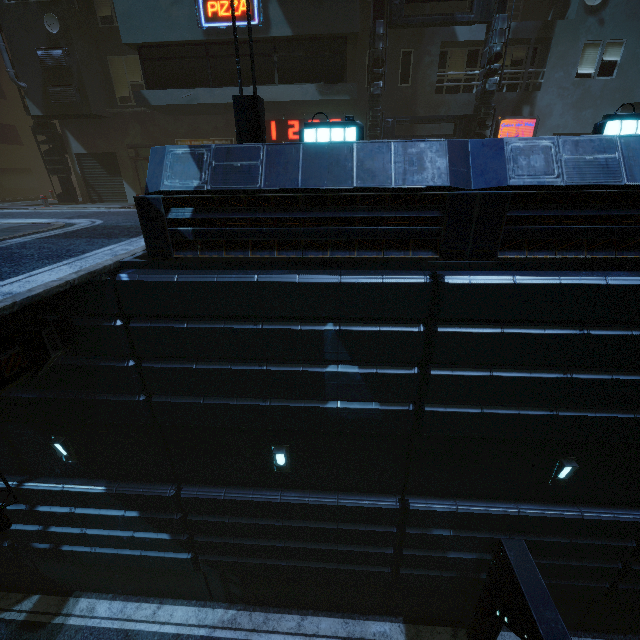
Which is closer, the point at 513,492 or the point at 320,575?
the point at 513,492

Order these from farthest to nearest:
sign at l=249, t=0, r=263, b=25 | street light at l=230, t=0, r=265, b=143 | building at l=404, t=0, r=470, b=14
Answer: building at l=404, t=0, r=470, b=14, sign at l=249, t=0, r=263, b=25, street light at l=230, t=0, r=265, b=143

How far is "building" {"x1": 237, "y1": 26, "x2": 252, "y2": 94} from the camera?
11.91m

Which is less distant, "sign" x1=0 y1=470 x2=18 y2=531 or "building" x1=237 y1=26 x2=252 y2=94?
"sign" x1=0 y1=470 x2=18 y2=531

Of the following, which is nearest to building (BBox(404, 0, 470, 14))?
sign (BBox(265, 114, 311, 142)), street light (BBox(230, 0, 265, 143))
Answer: sign (BBox(265, 114, 311, 142))

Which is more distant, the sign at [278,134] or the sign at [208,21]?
the sign at [278,134]

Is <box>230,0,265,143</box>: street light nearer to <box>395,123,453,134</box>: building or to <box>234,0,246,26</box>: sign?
<box>395,123,453,134</box>: building

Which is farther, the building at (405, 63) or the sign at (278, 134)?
the sign at (278, 134)
